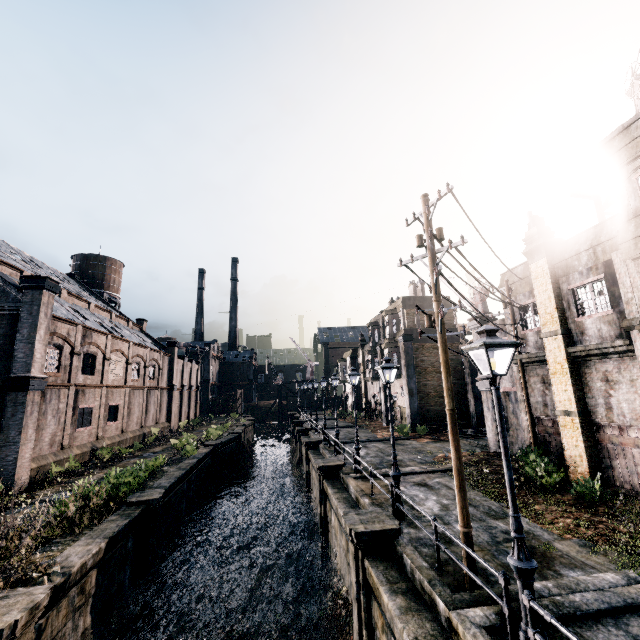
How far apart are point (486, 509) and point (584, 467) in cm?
519

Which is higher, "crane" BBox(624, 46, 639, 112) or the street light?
"crane" BBox(624, 46, 639, 112)

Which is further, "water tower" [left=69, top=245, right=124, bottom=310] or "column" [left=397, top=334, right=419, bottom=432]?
"water tower" [left=69, top=245, right=124, bottom=310]

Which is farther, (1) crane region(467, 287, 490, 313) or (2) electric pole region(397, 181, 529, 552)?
(1) crane region(467, 287, 490, 313)

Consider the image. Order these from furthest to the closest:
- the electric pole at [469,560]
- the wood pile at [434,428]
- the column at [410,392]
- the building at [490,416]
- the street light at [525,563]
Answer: the column at [410,392], the wood pile at [434,428], the building at [490,416], the electric pole at [469,560], the street light at [525,563]

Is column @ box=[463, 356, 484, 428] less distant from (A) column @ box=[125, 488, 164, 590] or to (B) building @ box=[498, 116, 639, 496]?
(B) building @ box=[498, 116, 639, 496]

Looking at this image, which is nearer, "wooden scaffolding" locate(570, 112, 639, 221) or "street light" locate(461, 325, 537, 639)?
"street light" locate(461, 325, 537, 639)

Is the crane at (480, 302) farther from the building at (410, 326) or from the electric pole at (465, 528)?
the building at (410, 326)
